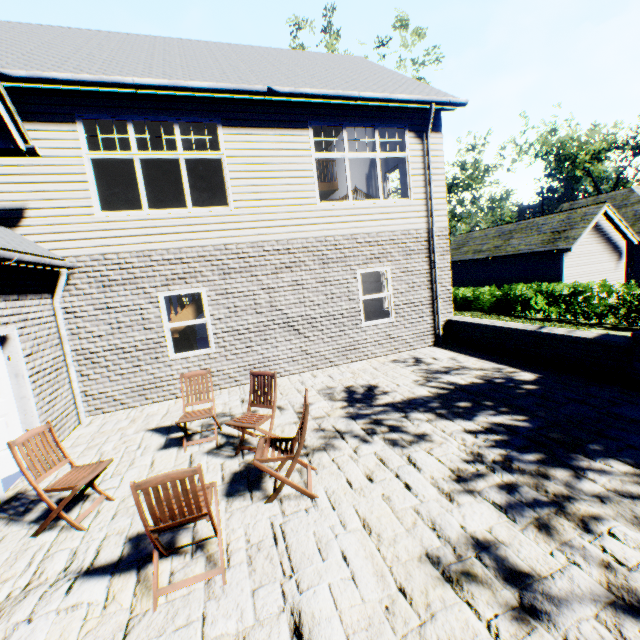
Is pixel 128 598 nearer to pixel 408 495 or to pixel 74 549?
pixel 74 549

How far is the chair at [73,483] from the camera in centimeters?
354cm

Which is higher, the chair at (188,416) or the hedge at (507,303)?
the chair at (188,416)

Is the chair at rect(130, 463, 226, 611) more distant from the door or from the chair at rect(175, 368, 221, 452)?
the door

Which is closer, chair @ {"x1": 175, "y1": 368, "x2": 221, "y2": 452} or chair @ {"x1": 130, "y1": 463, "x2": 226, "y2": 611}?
chair @ {"x1": 130, "y1": 463, "x2": 226, "y2": 611}

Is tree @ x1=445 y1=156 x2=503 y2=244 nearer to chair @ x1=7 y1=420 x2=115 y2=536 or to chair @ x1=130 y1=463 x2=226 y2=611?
chair @ x1=7 y1=420 x2=115 y2=536

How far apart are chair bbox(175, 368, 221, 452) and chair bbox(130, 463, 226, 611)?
1.95m

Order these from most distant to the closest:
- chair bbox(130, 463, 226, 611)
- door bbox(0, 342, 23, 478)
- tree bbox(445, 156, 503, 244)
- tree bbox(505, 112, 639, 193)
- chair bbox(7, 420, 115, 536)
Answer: tree bbox(505, 112, 639, 193) < tree bbox(445, 156, 503, 244) < door bbox(0, 342, 23, 478) < chair bbox(7, 420, 115, 536) < chair bbox(130, 463, 226, 611)
